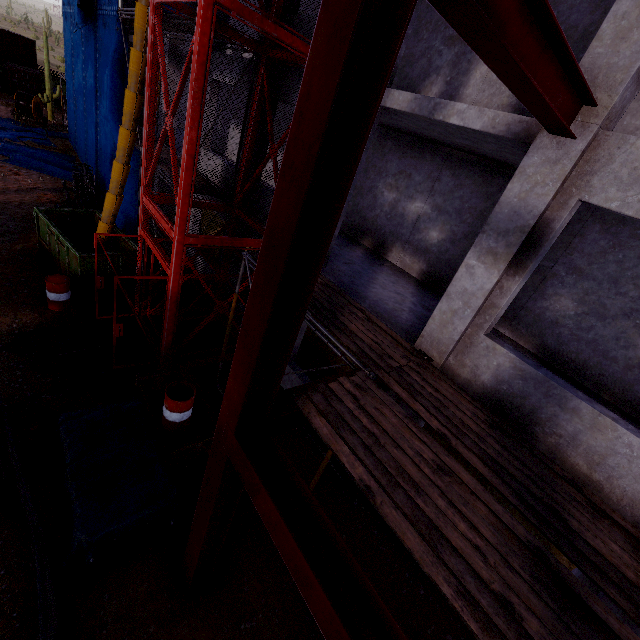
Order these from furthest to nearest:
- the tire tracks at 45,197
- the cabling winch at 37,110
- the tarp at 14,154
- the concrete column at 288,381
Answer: the cabling winch at 37,110
the tarp at 14,154
the tire tracks at 45,197
the concrete column at 288,381

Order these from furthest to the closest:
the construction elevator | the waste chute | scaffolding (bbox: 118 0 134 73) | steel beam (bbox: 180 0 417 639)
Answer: scaffolding (bbox: 118 0 134 73), the waste chute, the construction elevator, steel beam (bbox: 180 0 417 639)

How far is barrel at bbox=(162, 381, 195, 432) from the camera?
6.09m

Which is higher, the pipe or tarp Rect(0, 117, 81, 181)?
the pipe

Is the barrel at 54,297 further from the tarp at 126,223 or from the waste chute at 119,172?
the tarp at 126,223

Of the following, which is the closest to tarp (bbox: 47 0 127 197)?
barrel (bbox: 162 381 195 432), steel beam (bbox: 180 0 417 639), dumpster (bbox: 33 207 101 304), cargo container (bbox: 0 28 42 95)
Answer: dumpster (bbox: 33 207 101 304)

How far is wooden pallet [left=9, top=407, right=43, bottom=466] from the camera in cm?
573

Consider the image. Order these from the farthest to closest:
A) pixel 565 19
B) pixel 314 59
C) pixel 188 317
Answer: pixel 188 317
pixel 565 19
pixel 314 59
